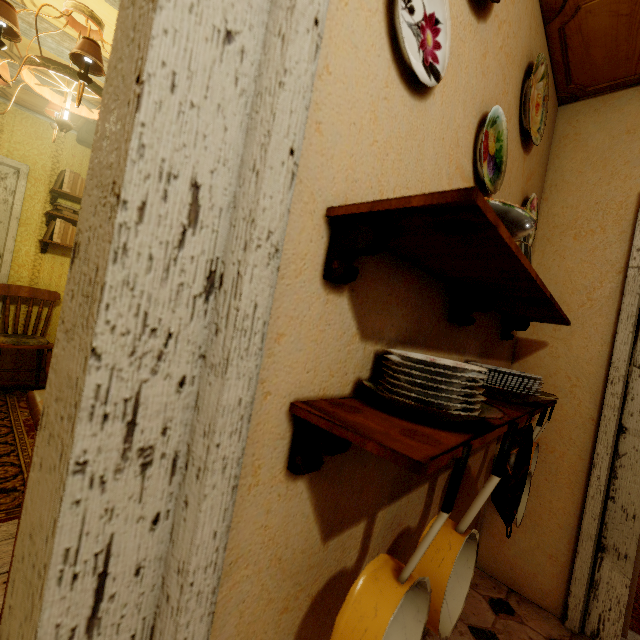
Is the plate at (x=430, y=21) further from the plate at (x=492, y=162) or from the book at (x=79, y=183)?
the book at (x=79, y=183)

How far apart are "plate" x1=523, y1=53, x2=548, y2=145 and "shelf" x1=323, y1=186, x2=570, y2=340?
0.8 meters

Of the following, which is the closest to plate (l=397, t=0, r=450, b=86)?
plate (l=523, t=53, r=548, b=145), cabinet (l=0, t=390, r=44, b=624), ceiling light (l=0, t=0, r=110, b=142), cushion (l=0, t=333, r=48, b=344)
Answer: cabinet (l=0, t=390, r=44, b=624)

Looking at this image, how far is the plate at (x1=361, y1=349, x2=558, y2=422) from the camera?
0.7m

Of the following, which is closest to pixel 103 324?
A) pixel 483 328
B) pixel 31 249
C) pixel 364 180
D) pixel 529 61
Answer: pixel 364 180

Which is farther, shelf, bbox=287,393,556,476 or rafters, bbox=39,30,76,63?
rafters, bbox=39,30,76,63

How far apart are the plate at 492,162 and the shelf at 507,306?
0.4m

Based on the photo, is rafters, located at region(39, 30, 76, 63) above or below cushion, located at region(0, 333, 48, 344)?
above
